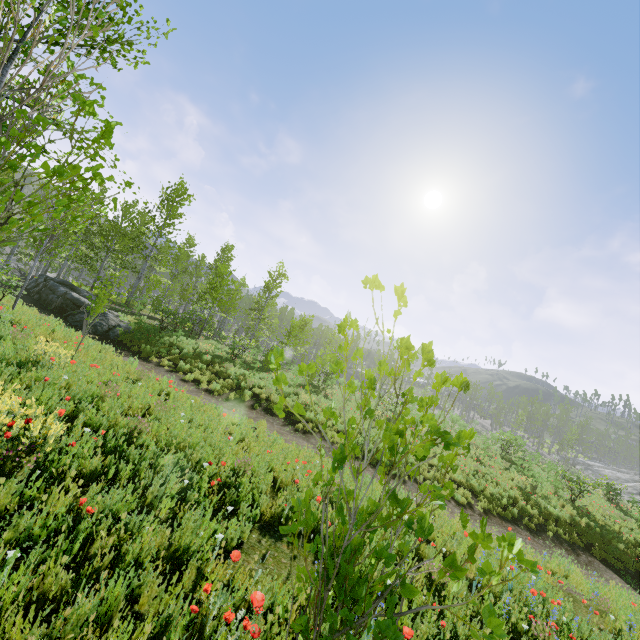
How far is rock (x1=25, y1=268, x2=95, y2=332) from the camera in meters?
16.6

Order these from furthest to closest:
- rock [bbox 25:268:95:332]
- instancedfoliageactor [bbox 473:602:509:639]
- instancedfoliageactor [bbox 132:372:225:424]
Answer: rock [bbox 25:268:95:332], instancedfoliageactor [bbox 132:372:225:424], instancedfoliageactor [bbox 473:602:509:639]

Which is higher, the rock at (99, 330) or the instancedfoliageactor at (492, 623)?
the instancedfoliageactor at (492, 623)

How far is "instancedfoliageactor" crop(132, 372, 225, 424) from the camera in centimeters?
775cm

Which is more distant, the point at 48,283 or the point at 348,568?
the point at 48,283

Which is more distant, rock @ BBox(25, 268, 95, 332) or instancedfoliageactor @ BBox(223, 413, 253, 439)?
rock @ BBox(25, 268, 95, 332)

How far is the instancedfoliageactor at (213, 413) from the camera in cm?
775
